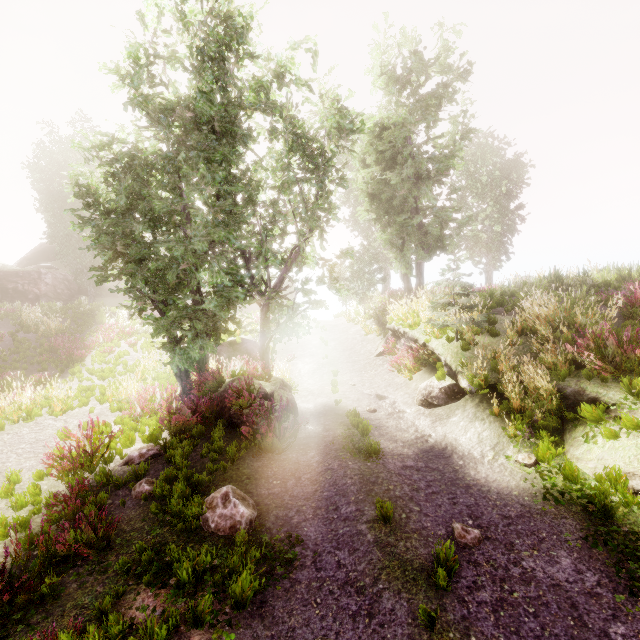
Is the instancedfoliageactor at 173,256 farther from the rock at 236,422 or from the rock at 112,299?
the rock at 236,422

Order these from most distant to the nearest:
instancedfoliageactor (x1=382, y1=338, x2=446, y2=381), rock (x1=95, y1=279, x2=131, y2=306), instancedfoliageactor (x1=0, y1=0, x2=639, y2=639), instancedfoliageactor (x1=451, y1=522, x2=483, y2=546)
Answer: rock (x1=95, y1=279, x2=131, y2=306) < instancedfoliageactor (x1=382, y1=338, x2=446, y2=381) < instancedfoliageactor (x1=0, y1=0, x2=639, y2=639) < instancedfoliageactor (x1=451, y1=522, x2=483, y2=546)

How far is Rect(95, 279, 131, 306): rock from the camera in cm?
3334

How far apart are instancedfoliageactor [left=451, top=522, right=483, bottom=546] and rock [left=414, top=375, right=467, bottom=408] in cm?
411

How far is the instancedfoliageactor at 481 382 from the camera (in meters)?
7.87

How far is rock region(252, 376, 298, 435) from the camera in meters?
9.2

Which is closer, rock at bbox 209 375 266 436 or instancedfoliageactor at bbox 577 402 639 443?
instancedfoliageactor at bbox 577 402 639 443

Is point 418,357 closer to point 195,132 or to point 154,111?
point 195,132
